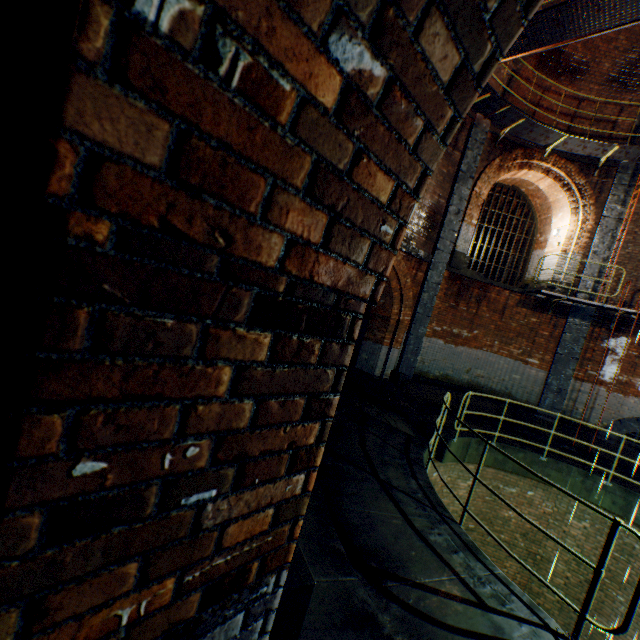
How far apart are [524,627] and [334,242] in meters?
4.2

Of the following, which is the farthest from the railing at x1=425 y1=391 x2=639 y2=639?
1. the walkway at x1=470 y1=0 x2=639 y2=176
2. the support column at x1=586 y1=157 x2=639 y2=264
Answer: the walkway at x1=470 y1=0 x2=639 y2=176

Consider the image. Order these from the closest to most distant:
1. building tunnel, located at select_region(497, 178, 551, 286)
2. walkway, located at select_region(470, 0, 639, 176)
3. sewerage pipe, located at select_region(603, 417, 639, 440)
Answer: walkway, located at select_region(470, 0, 639, 176) → sewerage pipe, located at select_region(603, 417, 639, 440) → building tunnel, located at select_region(497, 178, 551, 286)

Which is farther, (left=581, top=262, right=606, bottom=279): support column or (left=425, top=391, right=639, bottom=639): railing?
(left=581, top=262, right=606, bottom=279): support column

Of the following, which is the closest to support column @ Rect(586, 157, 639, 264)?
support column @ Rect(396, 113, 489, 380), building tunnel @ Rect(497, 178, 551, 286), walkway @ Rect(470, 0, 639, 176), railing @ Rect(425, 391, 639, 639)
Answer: walkway @ Rect(470, 0, 639, 176)

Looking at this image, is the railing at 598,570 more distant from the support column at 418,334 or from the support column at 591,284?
the support column at 418,334

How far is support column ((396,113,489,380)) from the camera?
10.9 meters

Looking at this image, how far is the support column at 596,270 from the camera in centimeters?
1108cm
